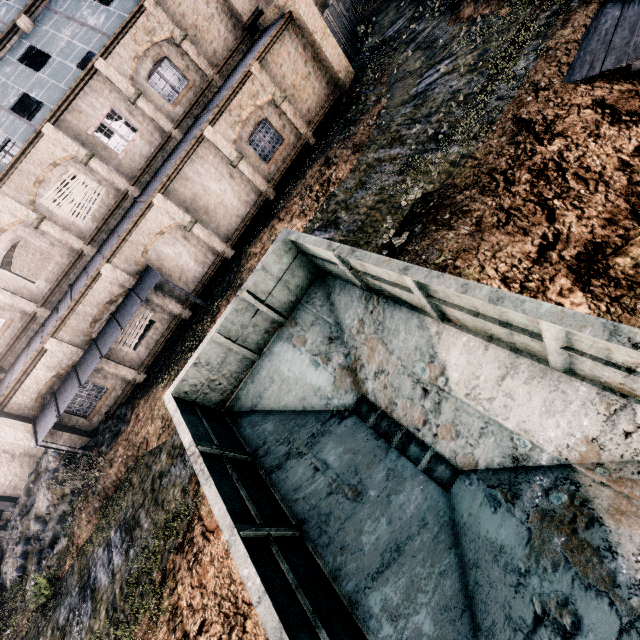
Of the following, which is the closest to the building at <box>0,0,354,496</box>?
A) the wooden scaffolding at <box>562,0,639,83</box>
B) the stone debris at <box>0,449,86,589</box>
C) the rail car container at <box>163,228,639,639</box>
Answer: the stone debris at <box>0,449,86,589</box>

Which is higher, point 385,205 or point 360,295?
point 360,295

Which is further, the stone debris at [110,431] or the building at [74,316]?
the building at [74,316]

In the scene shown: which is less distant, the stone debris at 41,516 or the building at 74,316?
the stone debris at 41,516

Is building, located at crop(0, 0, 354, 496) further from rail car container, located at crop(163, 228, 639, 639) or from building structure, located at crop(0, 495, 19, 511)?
rail car container, located at crop(163, 228, 639, 639)

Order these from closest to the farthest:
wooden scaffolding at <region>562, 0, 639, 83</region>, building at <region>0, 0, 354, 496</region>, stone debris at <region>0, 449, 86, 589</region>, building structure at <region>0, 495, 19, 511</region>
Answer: wooden scaffolding at <region>562, 0, 639, 83</region>, stone debris at <region>0, 449, 86, 589</region>, building at <region>0, 0, 354, 496</region>, building structure at <region>0, 495, 19, 511</region>

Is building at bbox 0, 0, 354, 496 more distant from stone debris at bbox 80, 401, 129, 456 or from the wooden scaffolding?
the wooden scaffolding

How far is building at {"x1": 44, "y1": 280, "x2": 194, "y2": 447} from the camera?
17.36m
